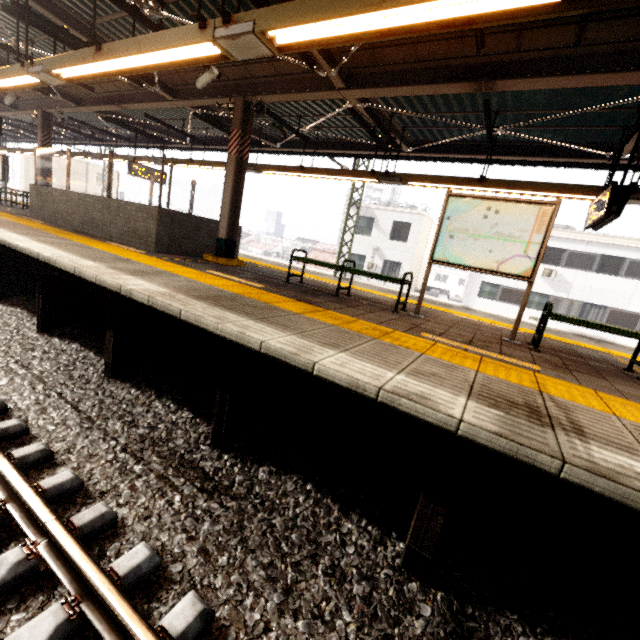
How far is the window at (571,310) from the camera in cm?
2041

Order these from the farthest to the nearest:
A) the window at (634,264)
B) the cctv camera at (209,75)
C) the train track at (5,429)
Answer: the window at (634,264) < the cctv camera at (209,75) < the train track at (5,429)

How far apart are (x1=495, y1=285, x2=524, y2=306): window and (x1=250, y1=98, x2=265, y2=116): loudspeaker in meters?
20.9 m

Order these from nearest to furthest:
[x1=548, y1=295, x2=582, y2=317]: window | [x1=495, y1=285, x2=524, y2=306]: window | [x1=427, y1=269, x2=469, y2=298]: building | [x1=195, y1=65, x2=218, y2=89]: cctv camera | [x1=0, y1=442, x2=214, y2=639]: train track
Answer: [x1=0, y1=442, x2=214, y2=639]: train track, [x1=195, y1=65, x2=218, y2=89]: cctv camera, [x1=548, y1=295, x2=582, y2=317]: window, [x1=495, y1=285, x2=524, y2=306]: window, [x1=427, y1=269, x2=469, y2=298]: building

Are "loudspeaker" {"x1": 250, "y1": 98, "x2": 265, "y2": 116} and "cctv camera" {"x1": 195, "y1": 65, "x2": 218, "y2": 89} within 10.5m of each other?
yes

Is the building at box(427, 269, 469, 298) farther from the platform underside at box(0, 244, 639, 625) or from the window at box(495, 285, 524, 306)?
the platform underside at box(0, 244, 639, 625)

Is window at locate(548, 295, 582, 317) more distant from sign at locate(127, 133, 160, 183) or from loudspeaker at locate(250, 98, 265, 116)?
loudspeaker at locate(250, 98, 265, 116)

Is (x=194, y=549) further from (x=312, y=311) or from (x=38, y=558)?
(x=312, y=311)
